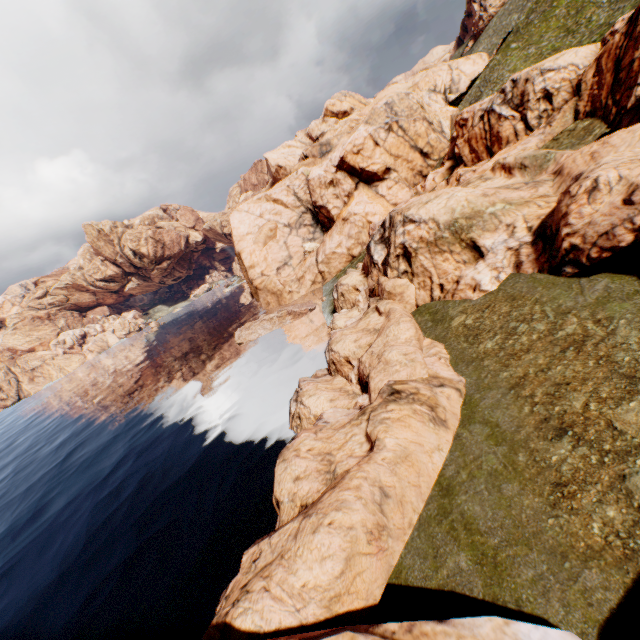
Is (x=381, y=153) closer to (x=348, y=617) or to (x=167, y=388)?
(x=167, y=388)

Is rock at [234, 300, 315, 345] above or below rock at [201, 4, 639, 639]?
below

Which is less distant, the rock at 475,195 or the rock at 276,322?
the rock at 475,195

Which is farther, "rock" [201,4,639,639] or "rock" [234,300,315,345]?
"rock" [234,300,315,345]

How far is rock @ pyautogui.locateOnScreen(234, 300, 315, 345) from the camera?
46.7 meters

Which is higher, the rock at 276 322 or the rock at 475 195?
the rock at 475 195
